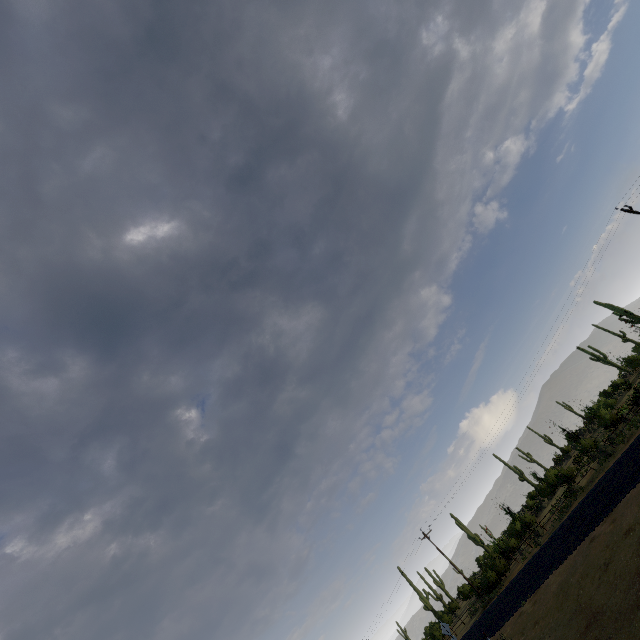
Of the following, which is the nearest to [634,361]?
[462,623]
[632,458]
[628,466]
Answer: [632,458]
